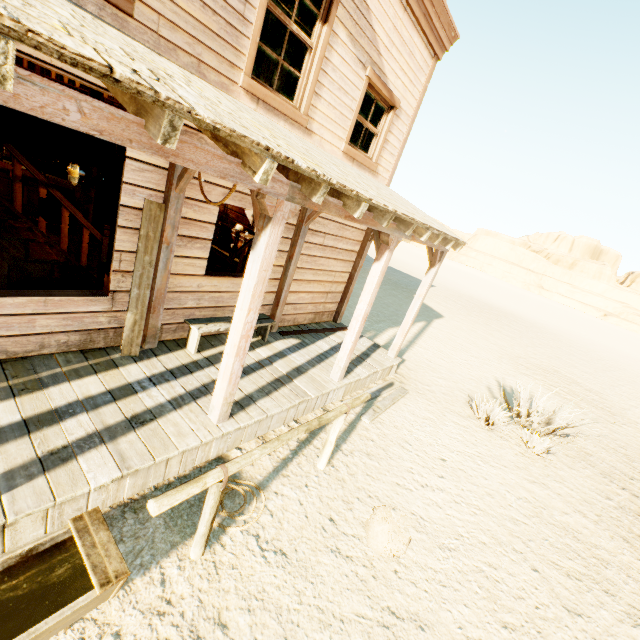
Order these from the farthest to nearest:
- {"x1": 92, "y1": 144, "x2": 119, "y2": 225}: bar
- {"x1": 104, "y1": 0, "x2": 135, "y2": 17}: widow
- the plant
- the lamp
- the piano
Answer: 1. {"x1": 92, "y1": 144, "x2": 119, "y2": 225}: bar
2. the piano
3. the plant
4. the lamp
5. {"x1": 104, "y1": 0, "x2": 135, "y2": 17}: widow

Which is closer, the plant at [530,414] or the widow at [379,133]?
the widow at [379,133]

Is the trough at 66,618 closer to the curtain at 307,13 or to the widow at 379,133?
the curtain at 307,13

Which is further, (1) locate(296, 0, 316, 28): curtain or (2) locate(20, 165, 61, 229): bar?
(2) locate(20, 165, 61, 229): bar

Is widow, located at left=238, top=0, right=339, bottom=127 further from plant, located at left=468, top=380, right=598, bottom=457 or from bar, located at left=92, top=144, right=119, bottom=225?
plant, located at left=468, top=380, right=598, bottom=457

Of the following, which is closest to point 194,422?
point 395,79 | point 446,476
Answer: point 446,476

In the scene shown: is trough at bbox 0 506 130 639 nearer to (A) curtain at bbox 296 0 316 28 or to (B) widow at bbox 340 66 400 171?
(A) curtain at bbox 296 0 316 28

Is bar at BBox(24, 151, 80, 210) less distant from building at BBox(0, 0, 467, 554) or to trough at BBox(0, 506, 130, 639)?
building at BBox(0, 0, 467, 554)
